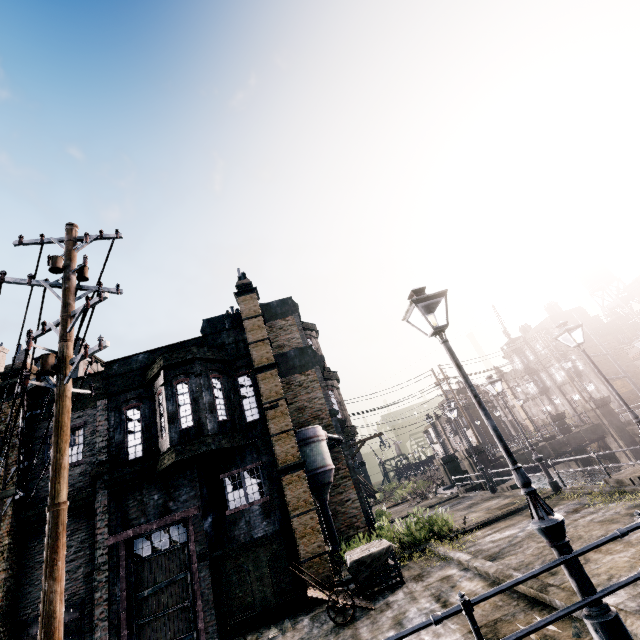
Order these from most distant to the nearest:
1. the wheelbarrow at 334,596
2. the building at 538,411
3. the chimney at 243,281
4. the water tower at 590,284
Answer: the water tower at 590,284 < the building at 538,411 < the chimney at 243,281 < the wheelbarrow at 334,596

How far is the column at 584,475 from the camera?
31.1m

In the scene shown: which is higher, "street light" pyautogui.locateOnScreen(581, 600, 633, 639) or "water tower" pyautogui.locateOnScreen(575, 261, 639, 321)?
"water tower" pyautogui.locateOnScreen(575, 261, 639, 321)

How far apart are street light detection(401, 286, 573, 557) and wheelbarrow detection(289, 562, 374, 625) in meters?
6.6 m

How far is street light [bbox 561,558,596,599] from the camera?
4.3m

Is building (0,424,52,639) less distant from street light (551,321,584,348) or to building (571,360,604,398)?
street light (551,321,584,348)

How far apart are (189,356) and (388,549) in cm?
1074

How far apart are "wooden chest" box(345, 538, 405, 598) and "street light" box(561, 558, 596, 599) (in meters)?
7.17
